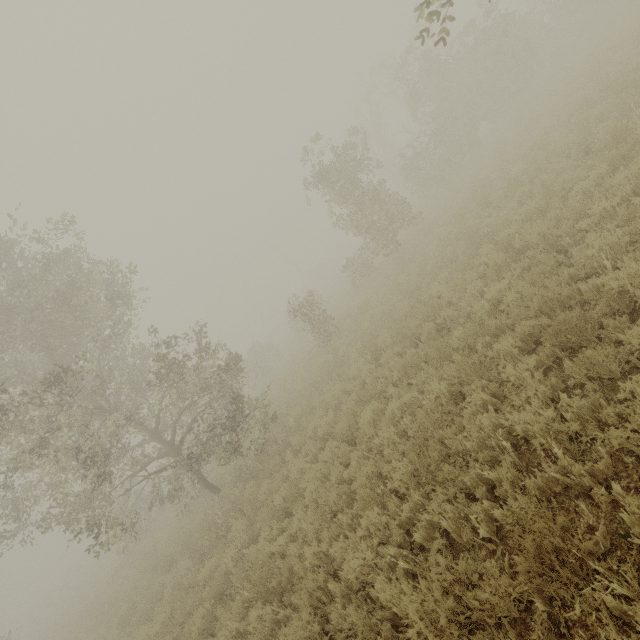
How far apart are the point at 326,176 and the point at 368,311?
6.6m
